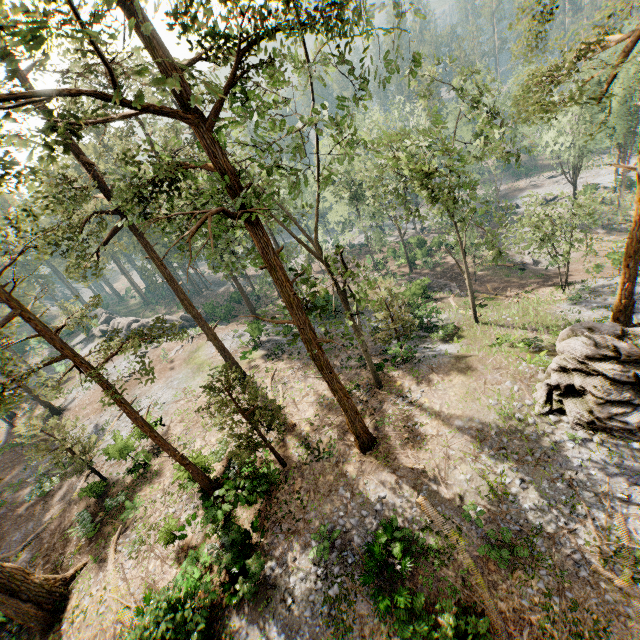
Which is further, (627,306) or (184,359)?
(184,359)

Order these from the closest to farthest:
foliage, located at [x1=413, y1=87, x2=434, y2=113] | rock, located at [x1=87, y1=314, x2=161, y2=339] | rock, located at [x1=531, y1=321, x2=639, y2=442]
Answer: rock, located at [x1=531, y1=321, x2=639, y2=442], foliage, located at [x1=413, y1=87, x2=434, y2=113], rock, located at [x1=87, y1=314, x2=161, y2=339]

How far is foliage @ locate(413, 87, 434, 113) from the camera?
22.6 meters

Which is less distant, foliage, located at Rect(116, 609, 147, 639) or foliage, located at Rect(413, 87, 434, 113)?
foliage, located at Rect(116, 609, 147, 639)

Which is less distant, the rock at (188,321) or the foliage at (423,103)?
the foliage at (423,103)

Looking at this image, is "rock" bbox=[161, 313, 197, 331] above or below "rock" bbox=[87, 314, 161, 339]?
below

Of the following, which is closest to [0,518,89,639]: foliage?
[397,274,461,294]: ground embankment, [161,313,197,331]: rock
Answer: [161,313,197,331]: rock
